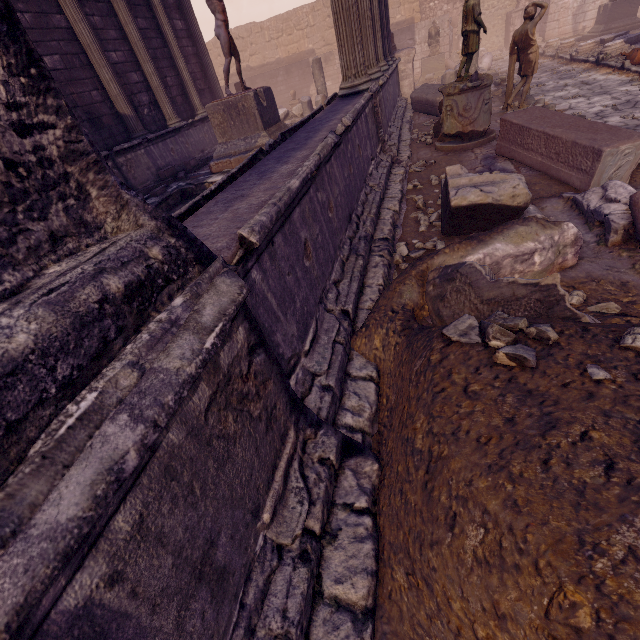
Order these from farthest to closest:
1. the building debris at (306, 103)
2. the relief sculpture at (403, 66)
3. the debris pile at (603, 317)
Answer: the building debris at (306, 103) < the relief sculpture at (403, 66) < the debris pile at (603, 317)

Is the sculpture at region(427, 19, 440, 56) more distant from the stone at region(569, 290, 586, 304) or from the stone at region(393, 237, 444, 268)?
the stone at region(569, 290, 586, 304)

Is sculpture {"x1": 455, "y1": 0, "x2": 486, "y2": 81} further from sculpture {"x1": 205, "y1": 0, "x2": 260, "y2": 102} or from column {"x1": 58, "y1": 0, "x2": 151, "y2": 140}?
column {"x1": 58, "y1": 0, "x2": 151, "y2": 140}

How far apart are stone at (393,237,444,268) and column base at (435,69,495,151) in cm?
356

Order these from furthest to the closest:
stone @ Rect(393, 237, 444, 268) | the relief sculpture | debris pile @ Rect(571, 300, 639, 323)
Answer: the relief sculpture
stone @ Rect(393, 237, 444, 268)
debris pile @ Rect(571, 300, 639, 323)

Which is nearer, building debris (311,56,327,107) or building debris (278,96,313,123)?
building debris (311,56,327,107)

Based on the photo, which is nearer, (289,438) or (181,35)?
(289,438)

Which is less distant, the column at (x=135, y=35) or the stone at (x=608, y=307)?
the stone at (x=608, y=307)
